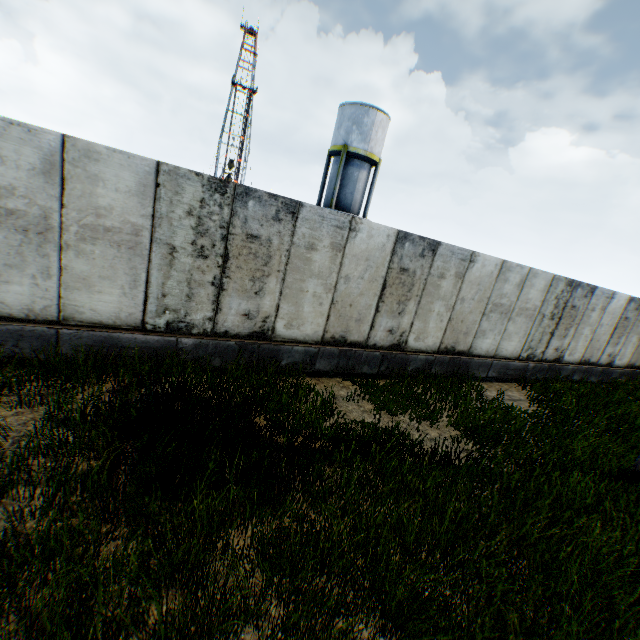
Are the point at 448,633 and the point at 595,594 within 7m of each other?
yes

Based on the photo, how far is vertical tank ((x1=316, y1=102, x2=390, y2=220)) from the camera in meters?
23.5

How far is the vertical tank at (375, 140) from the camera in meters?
23.5
